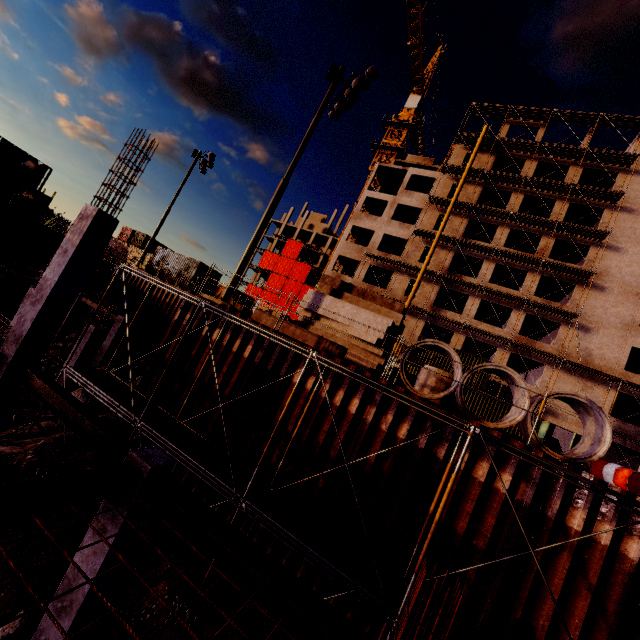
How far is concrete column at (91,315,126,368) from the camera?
20.36m

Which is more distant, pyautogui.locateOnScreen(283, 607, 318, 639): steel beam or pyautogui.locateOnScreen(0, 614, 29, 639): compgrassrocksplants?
pyautogui.locateOnScreen(0, 614, 29, 639): compgrassrocksplants

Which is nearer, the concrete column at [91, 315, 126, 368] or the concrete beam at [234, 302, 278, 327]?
the concrete beam at [234, 302, 278, 327]

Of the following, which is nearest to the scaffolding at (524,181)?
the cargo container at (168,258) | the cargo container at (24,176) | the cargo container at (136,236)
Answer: the cargo container at (168,258)

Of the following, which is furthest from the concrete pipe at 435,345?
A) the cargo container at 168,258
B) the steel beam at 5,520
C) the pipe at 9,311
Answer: the pipe at 9,311

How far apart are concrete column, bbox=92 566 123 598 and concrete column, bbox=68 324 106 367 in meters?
10.3

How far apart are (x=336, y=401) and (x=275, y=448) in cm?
240

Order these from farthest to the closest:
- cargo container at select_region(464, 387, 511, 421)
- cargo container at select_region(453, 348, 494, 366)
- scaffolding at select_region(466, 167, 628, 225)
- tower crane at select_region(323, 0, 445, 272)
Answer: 1. tower crane at select_region(323, 0, 445, 272)
2. scaffolding at select_region(466, 167, 628, 225)
3. cargo container at select_region(453, 348, 494, 366)
4. cargo container at select_region(464, 387, 511, 421)
